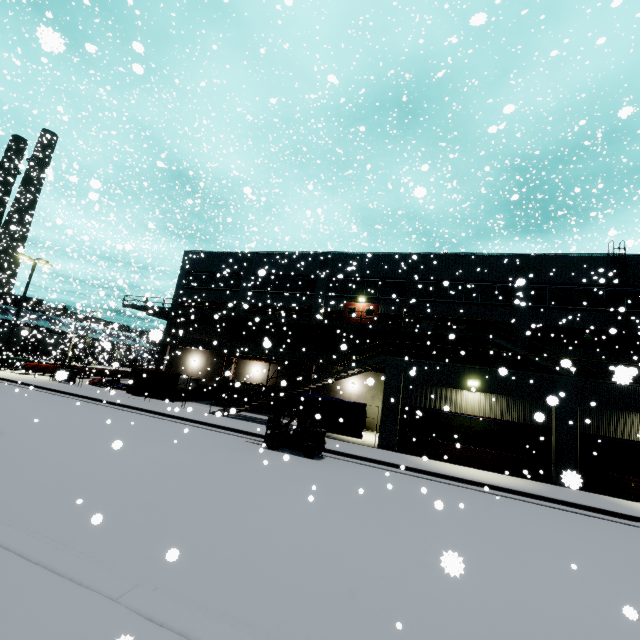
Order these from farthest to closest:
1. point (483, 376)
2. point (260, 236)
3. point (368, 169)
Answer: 1. point (260, 236)
2. point (368, 169)
3. point (483, 376)

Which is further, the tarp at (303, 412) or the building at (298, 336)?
the building at (298, 336)

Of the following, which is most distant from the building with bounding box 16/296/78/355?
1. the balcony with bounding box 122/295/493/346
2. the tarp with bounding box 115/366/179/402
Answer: the tarp with bounding box 115/366/179/402

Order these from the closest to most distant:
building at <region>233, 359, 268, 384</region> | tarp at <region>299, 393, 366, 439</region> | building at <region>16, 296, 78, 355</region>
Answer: tarp at <region>299, 393, 366, 439</region>, building at <region>233, 359, 268, 384</region>, building at <region>16, 296, 78, 355</region>

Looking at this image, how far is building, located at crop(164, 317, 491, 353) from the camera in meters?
25.7 m

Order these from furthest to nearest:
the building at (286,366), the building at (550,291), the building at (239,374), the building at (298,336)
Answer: the building at (239,374) < the building at (286,366) < the building at (298,336) < the building at (550,291)

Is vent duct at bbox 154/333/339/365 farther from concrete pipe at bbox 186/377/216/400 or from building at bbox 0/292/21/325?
concrete pipe at bbox 186/377/216/400
